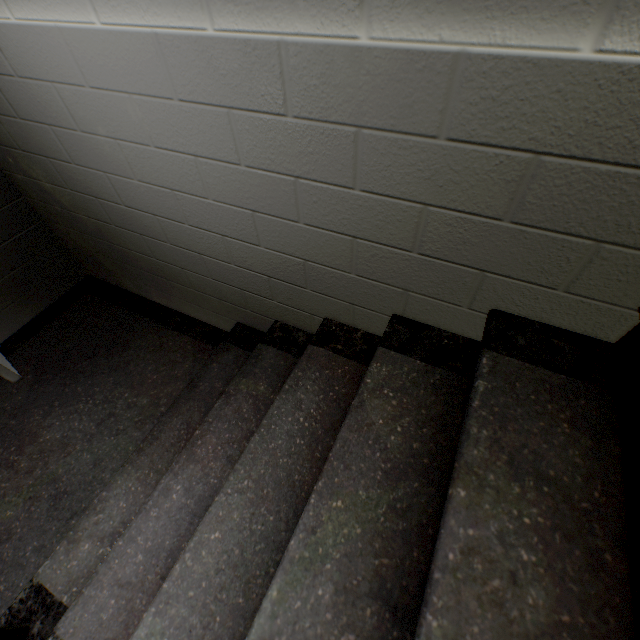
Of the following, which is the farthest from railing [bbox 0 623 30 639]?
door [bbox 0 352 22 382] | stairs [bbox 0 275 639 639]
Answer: door [bbox 0 352 22 382]

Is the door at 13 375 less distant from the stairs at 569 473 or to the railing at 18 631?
the stairs at 569 473

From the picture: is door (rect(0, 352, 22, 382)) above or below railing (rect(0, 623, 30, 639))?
below

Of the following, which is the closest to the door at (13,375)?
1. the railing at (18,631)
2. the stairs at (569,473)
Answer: the stairs at (569,473)

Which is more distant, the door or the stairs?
the door

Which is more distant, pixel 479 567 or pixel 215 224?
pixel 215 224

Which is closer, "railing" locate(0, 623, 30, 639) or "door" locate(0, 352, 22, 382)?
"railing" locate(0, 623, 30, 639)
